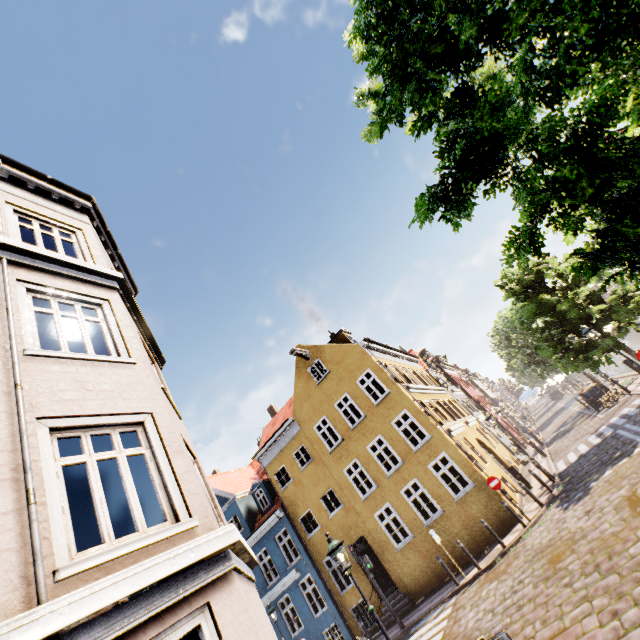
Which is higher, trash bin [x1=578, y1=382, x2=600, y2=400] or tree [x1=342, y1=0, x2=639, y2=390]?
tree [x1=342, y1=0, x2=639, y2=390]

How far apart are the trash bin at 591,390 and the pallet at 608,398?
0.67m

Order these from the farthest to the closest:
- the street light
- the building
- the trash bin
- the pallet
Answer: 1. the trash bin
2. the pallet
3. the street light
4. the building

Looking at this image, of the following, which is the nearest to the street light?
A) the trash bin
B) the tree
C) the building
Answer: the tree

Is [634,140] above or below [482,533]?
above

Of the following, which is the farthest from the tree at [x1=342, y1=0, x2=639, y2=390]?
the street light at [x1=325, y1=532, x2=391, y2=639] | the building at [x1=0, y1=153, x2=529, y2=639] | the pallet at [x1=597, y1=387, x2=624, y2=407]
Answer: the building at [x1=0, y1=153, x2=529, y2=639]

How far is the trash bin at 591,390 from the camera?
21.0m
